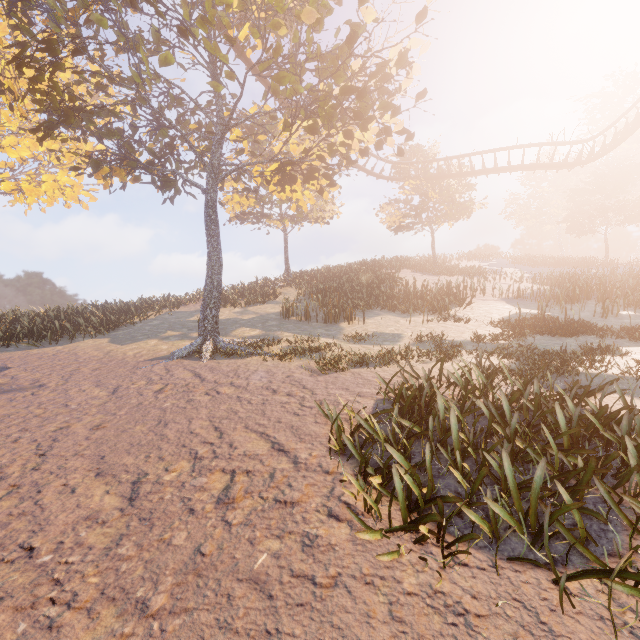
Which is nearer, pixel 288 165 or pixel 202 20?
pixel 202 20

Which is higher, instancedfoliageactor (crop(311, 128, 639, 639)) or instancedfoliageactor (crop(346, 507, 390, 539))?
instancedfoliageactor (crop(311, 128, 639, 639))

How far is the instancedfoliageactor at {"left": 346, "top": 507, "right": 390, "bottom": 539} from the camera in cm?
286

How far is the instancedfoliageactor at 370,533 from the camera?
2.9 meters

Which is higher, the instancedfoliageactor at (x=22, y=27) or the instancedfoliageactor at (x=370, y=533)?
the instancedfoliageactor at (x=22, y=27)

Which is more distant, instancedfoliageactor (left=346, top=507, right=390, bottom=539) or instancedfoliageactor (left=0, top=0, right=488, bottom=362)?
instancedfoliageactor (left=0, top=0, right=488, bottom=362)
